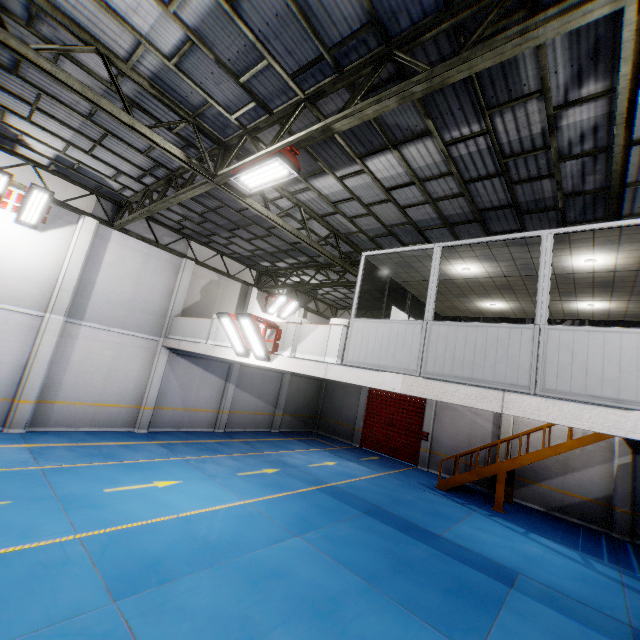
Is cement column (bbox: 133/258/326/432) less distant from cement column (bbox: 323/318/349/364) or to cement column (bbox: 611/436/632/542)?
cement column (bbox: 323/318/349/364)

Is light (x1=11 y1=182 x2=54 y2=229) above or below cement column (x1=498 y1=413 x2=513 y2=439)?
above

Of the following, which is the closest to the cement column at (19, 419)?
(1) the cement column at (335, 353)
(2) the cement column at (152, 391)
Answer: (2) the cement column at (152, 391)

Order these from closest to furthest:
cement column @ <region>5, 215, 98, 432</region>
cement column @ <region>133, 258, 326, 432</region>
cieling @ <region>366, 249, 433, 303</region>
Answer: cieling @ <region>366, 249, 433, 303</region> → cement column @ <region>5, 215, 98, 432</region> → cement column @ <region>133, 258, 326, 432</region>

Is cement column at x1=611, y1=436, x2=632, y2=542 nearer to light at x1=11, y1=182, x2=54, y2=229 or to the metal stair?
the metal stair

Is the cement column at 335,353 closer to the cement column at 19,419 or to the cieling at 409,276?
the cieling at 409,276

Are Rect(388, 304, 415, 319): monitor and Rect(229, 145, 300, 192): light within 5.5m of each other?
yes

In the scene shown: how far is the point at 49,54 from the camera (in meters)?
6.63
